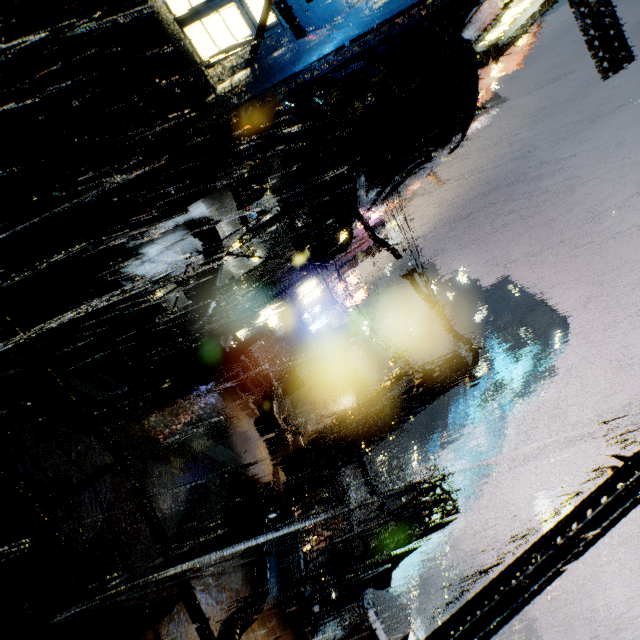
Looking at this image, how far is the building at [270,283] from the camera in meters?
32.8

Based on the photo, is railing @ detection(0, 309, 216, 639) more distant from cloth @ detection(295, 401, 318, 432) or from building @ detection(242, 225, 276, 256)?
cloth @ detection(295, 401, 318, 432)

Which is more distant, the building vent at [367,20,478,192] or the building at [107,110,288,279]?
the building vent at [367,20,478,192]

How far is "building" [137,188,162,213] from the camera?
10.8 meters

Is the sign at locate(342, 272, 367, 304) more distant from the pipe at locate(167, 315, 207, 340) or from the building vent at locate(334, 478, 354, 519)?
the pipe at locate(167, 315, 207, 340)

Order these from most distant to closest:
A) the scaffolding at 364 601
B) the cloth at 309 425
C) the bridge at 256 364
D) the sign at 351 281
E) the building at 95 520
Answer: the cloth at 309 425, the sign at 351 281, the bridge at 256 364, the scaffolding at 364 601, the building at 95 520

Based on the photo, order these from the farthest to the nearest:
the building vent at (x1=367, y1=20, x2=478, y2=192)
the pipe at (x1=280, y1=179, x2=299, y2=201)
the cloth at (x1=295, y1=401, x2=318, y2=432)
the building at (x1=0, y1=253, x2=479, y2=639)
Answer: the cloth at (x1=295, y1=401, x2=318, y2=432) → the pipe at (x1=280, y1=179, x2=299, y2=201) → the building vent at (x1=367, y1=20, x2=478, y2=192) → the building at (x1=0, y1=253, x2=479, y2=639)

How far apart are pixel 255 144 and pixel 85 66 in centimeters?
555cm
